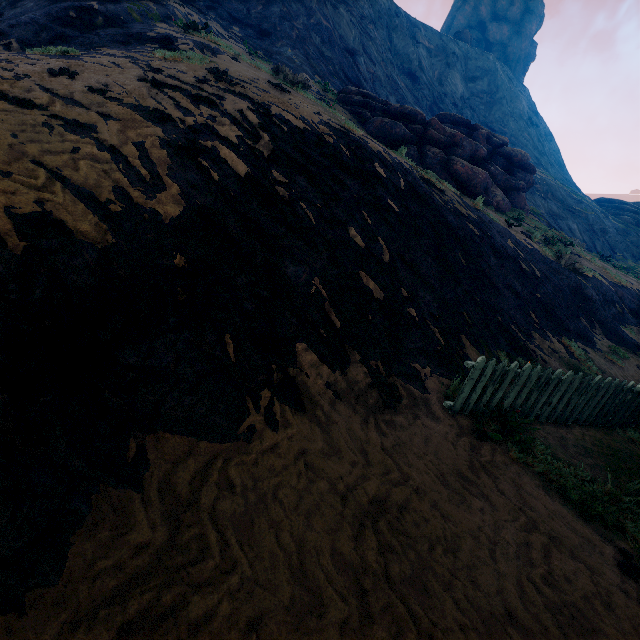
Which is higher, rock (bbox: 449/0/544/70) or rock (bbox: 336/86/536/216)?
rock (bbox: 449/0/544/70)

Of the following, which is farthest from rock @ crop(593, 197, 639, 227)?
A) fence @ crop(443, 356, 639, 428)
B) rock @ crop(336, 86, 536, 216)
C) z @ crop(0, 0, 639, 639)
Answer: fence @ crop(443, 356, 639, 428)

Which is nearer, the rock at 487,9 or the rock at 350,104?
the rock at 350,104

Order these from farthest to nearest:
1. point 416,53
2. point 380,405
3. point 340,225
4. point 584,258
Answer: point 416,53
point 584,258
point 340,225
point 380,405

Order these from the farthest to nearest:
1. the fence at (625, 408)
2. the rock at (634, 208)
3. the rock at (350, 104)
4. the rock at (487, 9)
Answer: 1. the rock at (487, 9)
2. the rock at (634, 208)
3. the rock at (350, 104)
4. the fence at (625, 408)

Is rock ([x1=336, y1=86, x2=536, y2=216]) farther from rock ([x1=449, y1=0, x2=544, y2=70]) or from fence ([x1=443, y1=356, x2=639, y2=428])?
rock ([x1=449, y1=0, x2=544, y2=70])

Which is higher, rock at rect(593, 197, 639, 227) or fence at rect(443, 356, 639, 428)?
rock at rect(593, 197, 639, 227)

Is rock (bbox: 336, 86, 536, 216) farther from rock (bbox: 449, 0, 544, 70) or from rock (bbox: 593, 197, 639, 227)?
rock (bbox: 449, 0, 544, 70)
